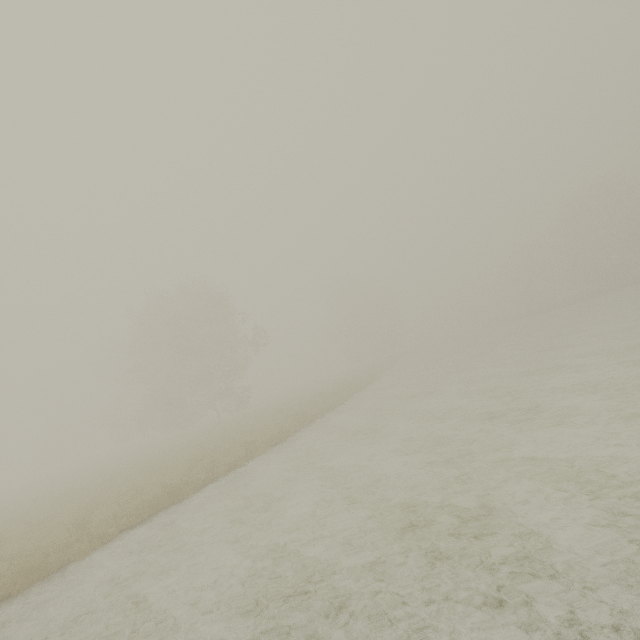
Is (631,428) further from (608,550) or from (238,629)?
(238,629)
